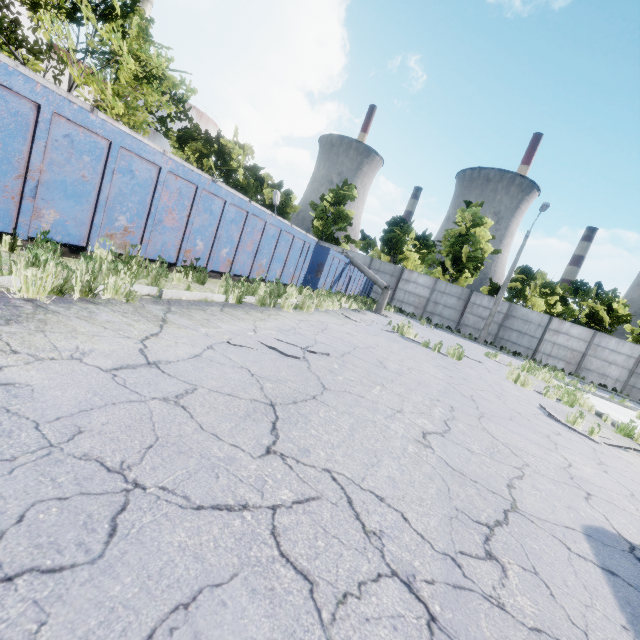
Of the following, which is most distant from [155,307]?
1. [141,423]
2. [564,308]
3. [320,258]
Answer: [564,308]

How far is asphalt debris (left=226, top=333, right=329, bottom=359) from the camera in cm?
421

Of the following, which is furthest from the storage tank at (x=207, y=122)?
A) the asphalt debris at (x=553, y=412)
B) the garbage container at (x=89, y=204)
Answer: the asphalt debris at (x=553, y=412)

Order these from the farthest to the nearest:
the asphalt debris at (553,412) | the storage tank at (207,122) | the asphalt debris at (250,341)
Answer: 1. the storage tank at (207,122)
2. the asphalt debris at (553,412)
3. the asphalt debris at (250,341)

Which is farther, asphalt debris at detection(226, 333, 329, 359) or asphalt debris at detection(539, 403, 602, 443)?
asphalt debris at detection(539, 403, 602, 443)

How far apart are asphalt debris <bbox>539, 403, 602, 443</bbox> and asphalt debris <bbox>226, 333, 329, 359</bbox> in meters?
5.0

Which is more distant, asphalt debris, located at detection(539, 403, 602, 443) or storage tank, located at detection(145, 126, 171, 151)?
storage tank, located at detection(145, 126, 171, 151)

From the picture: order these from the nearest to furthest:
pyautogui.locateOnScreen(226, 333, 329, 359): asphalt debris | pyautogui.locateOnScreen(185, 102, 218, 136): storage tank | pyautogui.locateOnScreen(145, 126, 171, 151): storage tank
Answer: pyautogui.locateOnScreen(226, 333, 329, 359): asphalt debris → pyautogui.locateOnScreen(145, 126, 171, 151): storage tank → pyautogui.locateOnScreen(185, 102, 218, 136): storage tank
